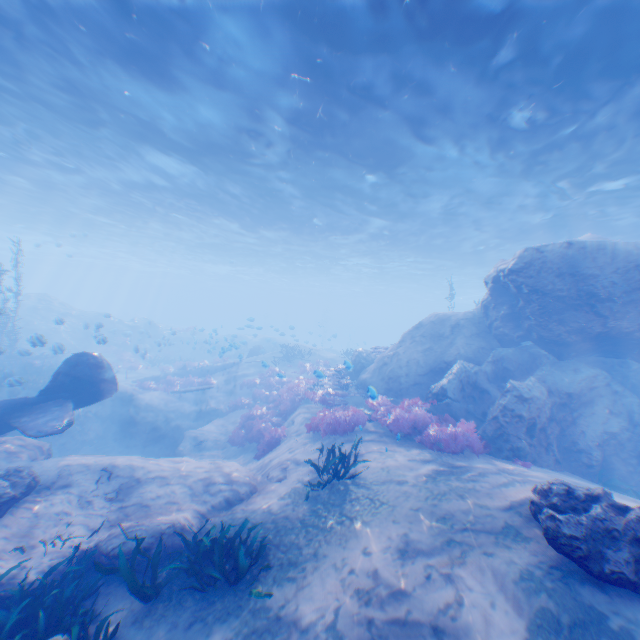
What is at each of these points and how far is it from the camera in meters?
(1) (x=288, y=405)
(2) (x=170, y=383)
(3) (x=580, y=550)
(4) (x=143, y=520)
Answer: (1) instancedfoliageactor, 16.3
(2) instancedfoliageactor, 21.8
(3) rock, 4.5
(4) rock, 7.0

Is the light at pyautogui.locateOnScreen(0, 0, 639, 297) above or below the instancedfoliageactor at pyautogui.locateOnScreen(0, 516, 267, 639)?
above

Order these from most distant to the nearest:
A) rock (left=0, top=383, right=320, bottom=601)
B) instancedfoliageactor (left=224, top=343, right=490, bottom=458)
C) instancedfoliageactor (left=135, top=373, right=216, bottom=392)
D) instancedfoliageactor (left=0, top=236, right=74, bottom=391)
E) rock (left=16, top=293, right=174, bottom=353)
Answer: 1. instancedfoliageactor (left=135, top=373, right=216, bottom=392)
2. rock (left=16, top=293, right=174, bottom=353)
3. instancedfoliageactor (left=0, top=236, right=74, bottom=391)
4. instancedfoliageactor (left=224, top=343, right=490, bottom=458)
5. rock (left=0, top=383, right=320, bottom=601)

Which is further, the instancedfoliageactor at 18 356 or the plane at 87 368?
the instancedfoliageactor at 18 356

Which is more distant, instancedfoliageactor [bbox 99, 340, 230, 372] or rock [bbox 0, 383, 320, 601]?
instancedfoliageactor [bbox 99, 340, 230, 372]

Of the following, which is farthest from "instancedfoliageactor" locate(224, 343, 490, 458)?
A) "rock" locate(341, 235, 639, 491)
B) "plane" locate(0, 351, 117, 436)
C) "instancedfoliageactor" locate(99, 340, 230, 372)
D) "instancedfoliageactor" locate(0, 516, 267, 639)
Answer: "instancedfoliageactor" locate(99, 340, 230, 372)

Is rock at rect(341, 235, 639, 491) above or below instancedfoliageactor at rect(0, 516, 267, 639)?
above

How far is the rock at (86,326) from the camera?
19.3 meters
